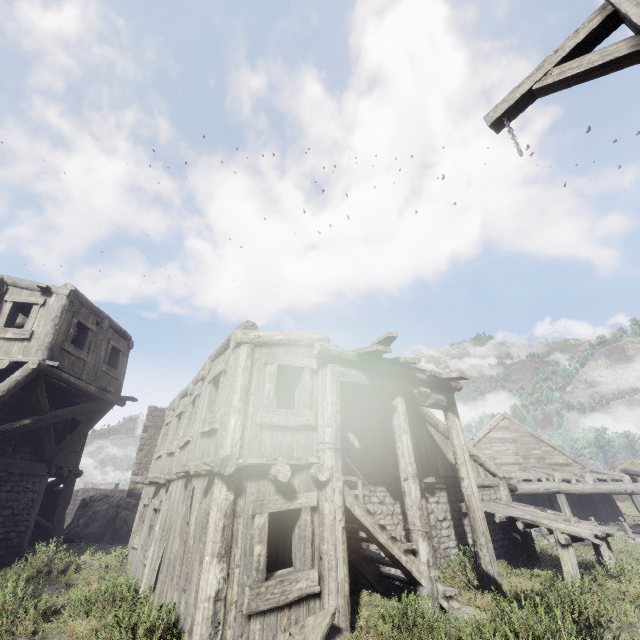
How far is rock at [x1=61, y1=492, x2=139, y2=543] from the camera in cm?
1582

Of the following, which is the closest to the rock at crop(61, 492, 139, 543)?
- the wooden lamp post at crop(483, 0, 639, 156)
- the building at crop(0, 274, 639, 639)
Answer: the building at crop(0, 274, 639, 639)

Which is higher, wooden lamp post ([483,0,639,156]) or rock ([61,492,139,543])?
wooden lamp post ([483,0,639,156])

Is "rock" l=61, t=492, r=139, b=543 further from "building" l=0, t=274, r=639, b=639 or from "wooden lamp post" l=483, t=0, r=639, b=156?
"wooden lamp post" l=483, t=0, r=639, b=156

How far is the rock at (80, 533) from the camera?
15.8 meters

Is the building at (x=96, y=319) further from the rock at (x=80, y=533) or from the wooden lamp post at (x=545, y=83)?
the wooden lamp post at (x=545, y=83)

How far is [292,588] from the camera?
5.4 meters
